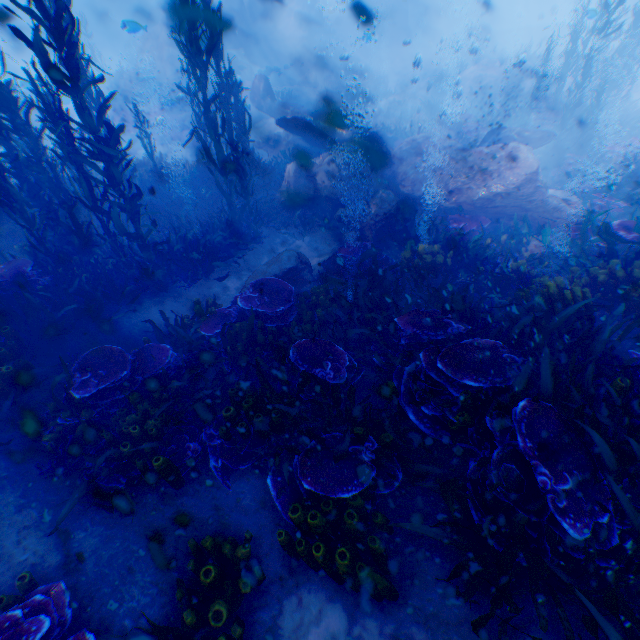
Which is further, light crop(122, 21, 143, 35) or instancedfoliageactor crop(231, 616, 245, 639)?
light crop(122, 21, 143, 35)

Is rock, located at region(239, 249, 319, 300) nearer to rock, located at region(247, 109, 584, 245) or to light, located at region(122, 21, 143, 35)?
rock, located at region(247, 109, 584, 245)

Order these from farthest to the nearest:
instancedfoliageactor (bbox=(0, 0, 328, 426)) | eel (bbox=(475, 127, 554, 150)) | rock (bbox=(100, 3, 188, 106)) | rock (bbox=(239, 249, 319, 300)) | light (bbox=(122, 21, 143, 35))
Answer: rock (bbox=(100, 3, 188, 106)) < eel (bbox=(475, 127, 554, 150)) < light (bbox=(122, 21, 143, 35)) < rock (bbox=(239, 249, 319, 300)) < instancedfoliageactor (bbox=(0, 0, 328, 426))

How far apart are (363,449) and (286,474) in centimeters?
97cm

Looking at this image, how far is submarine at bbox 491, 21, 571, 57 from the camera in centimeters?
3853cm

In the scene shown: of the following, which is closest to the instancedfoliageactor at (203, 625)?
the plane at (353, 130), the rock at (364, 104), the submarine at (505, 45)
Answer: the rock at (364, 104)

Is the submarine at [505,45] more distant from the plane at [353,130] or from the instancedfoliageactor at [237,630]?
the instancedfoliageactor at [237,630]

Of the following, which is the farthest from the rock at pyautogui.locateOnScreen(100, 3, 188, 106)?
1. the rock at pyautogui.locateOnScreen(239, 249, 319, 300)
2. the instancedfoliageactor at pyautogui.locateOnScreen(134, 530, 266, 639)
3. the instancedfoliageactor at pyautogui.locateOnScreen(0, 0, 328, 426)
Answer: the instancedfoliageactor at pyautogui.locateOnScreen(134, 530, 266, 639)
